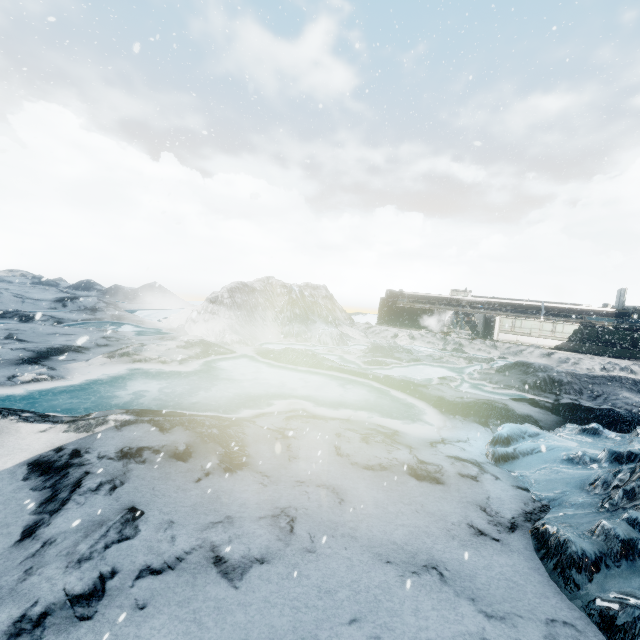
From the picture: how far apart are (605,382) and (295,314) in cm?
2430
